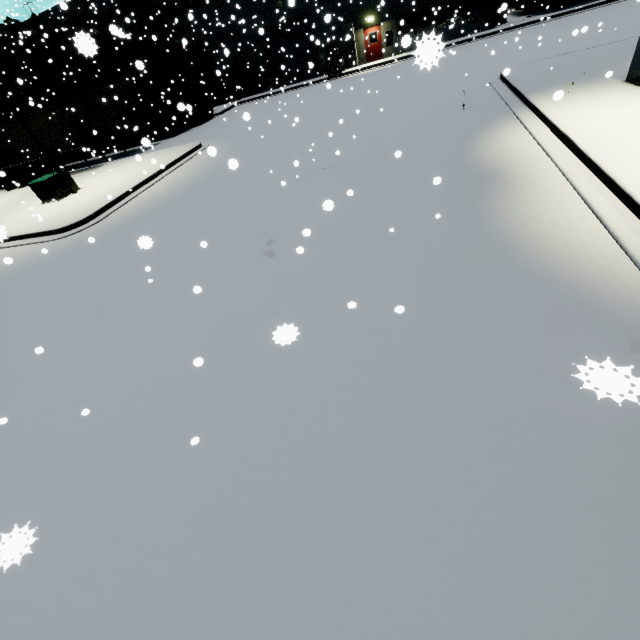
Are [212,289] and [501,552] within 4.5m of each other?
no

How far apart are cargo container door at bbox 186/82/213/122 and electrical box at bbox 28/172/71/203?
13.9 meters

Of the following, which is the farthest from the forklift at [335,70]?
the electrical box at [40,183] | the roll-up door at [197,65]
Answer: the electrical box at [40,183]

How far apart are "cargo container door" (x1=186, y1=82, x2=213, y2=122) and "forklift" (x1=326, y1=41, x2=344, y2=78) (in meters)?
10.53

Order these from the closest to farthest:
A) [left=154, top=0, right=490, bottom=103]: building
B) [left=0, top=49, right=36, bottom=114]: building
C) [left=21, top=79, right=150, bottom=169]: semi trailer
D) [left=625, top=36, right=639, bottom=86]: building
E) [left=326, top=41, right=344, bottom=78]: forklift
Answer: [left=625, top=36, right=639, bottom=86]: building → [left=21, top=79, right=150, bottom=169]: semi trailer → [left=154, top=0, right=490, bottom=103]: building → [left=326, top=41, right=344, bottom=78]: forklift → [left=0, top=49, right=36, bottom=114]: building

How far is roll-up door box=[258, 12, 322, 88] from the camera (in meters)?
28.14

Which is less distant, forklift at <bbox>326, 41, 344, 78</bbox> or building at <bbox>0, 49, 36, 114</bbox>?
forklift at <bbox>326, 41, 344, 78</bbox>

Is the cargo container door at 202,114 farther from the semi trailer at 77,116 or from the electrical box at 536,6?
the electrical box at 536,6
